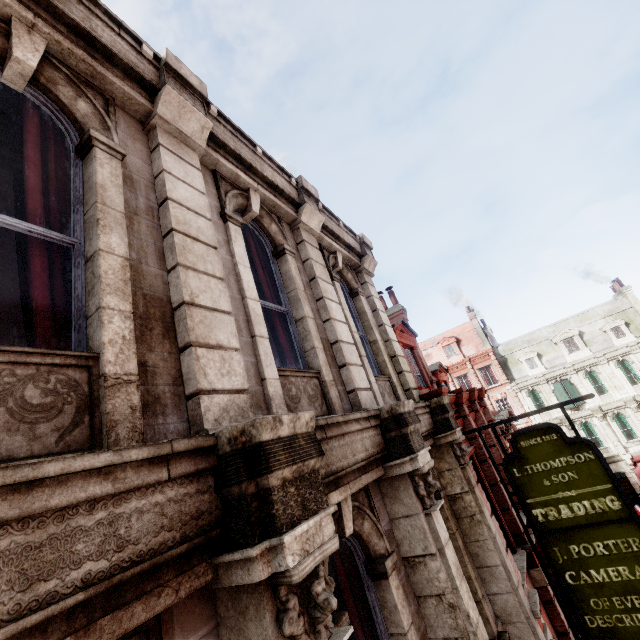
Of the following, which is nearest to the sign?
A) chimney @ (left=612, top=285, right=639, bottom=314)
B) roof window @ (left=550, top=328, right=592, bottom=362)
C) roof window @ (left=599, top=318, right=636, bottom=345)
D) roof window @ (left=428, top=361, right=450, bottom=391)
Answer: roof window @ (left=428, top=361, right=450, bottom=391)

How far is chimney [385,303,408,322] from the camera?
14.88m

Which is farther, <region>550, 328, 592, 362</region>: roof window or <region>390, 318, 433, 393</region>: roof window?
<region>550, 328, 592, 362</region>: roof window

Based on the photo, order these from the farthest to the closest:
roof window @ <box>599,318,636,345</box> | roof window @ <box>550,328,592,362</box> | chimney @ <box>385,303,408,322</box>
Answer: roof window @ <box>550,328,592,362</box>, roof window @ <box>599,318,636,345</box>, chimney @ <box>385,303,408,322</box>

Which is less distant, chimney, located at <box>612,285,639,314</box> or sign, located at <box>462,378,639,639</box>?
sign, located at <box>462,378,639,639</box>

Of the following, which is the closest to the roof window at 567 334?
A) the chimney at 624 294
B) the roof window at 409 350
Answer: the chimney at 624 294

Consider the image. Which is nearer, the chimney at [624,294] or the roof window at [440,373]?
the roof window at [440,373]

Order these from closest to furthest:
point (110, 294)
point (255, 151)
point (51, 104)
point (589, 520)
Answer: point (110, 294), point (51, 104), point (255, 151), point (589, 520)
